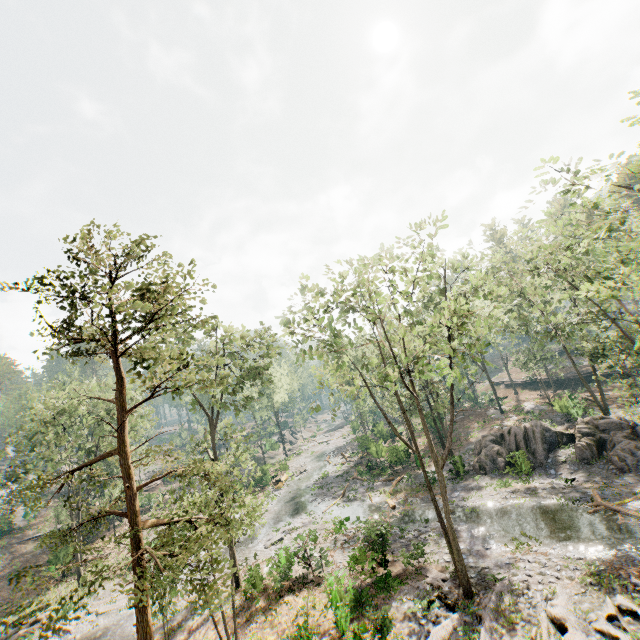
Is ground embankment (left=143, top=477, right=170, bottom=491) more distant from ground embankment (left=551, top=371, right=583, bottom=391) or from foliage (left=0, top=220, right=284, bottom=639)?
ground embankment (left=551, top=371, right=583, bottom=391)

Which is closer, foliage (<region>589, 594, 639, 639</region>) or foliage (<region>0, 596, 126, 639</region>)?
foliage (<region>0, 596, 126, 639</region>)

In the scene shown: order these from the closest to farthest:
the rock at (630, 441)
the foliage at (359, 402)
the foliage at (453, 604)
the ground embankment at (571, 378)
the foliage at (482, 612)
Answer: the foliage at (482, 612)
the foliage at (359, 402)
the foliage at (453, 604)
the rock at (630, 441)
the ground embankment at (571, 378)

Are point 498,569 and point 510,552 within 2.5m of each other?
Answer: yes

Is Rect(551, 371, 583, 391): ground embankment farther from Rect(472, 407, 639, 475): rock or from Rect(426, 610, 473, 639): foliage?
Rect(472, 407, 639, 475): rock

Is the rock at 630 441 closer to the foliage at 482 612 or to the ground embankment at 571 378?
the foliage at 482 612
